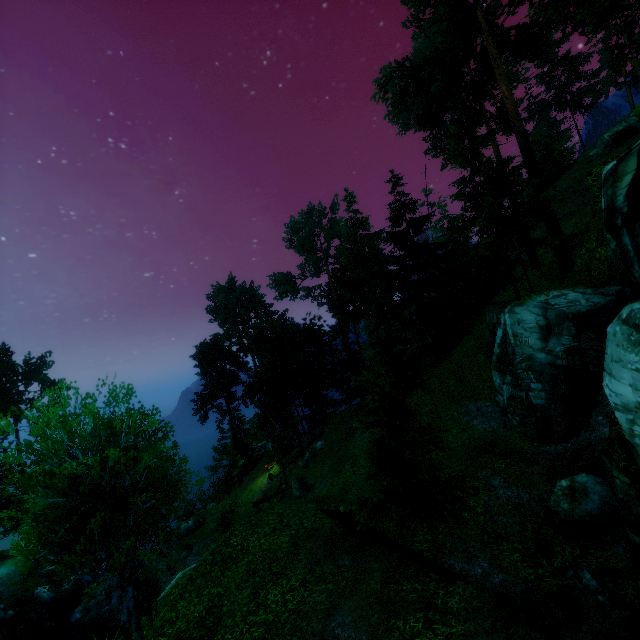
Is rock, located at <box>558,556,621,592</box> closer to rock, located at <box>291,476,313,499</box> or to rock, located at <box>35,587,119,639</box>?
rock, located at <box>291,476,313,499</box>

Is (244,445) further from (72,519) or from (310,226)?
(72,519)

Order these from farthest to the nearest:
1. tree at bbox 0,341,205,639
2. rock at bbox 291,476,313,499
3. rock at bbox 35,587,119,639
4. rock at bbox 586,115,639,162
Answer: rock at bbox 586,115,639,162 < rock at bbox 291,476,313,499 < rock at bbox 35,587,119,639 < tree at bbox 0,341,205,639

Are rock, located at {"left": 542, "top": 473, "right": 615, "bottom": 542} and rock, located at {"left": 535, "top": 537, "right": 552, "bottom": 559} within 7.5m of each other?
yes

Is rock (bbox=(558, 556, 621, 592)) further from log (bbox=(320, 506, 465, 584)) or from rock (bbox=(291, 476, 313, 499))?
rock (bbox=(291, 476, 313, 499))

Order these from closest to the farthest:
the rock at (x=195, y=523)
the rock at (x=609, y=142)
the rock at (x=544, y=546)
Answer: the rock at (x=544, y=546), the rock at (x=195, y=523), the rock at (x=609, y=142)

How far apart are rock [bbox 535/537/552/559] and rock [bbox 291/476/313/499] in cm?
1571

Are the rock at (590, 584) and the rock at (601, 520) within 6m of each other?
yes
